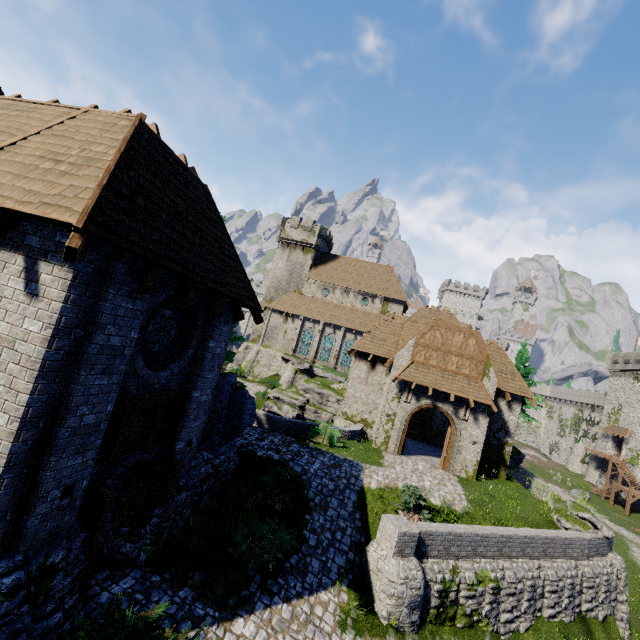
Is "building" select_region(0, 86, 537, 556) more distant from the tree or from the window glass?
the tree

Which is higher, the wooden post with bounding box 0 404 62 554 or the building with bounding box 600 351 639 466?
the building with bounding box 600 351 639 466

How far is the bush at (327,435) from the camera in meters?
18.3

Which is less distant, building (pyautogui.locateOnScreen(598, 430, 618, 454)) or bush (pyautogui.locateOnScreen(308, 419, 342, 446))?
bush (pyautogui.locateOnScreen(308, 419, 342, 446))

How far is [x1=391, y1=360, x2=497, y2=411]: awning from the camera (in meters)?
19.55

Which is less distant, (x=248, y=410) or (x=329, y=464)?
(x=248, y=410)

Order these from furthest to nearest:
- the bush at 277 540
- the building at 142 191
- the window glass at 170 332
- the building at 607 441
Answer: the building at 607 441
the bush at 277 540
the window glass at 170 332
the building at 142 191

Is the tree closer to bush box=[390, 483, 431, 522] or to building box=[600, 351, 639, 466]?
bush box=[390, 483, 431, 522]
